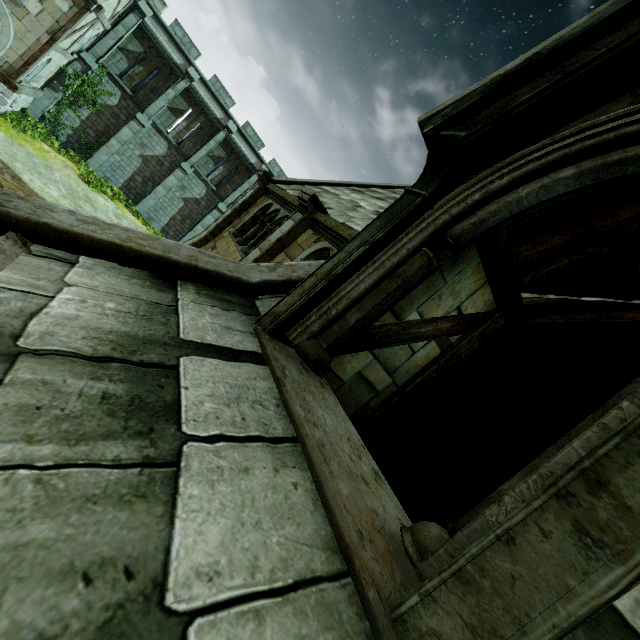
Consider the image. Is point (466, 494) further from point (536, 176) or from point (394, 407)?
point (536, 176)

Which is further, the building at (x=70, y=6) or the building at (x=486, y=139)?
the building at (x=70, y=6)

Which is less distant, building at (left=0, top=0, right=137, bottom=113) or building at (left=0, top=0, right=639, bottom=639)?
building at (left=0, top=0, right=639, bottom=639)
